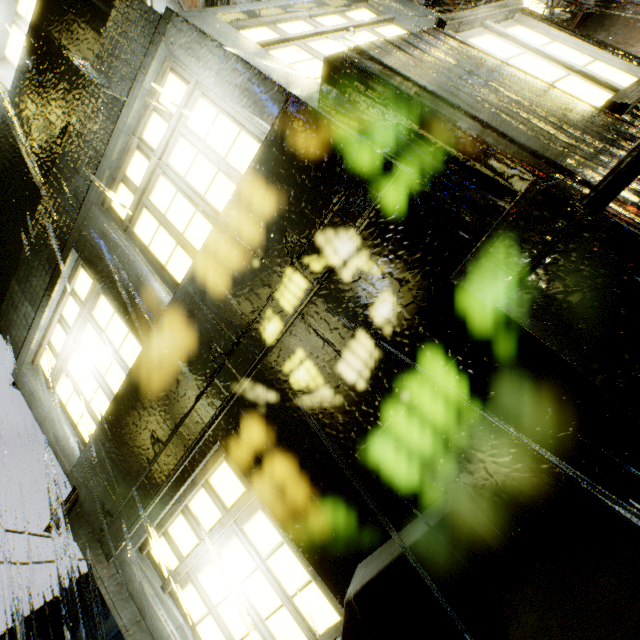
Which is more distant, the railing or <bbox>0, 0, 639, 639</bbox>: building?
<bbox>0, 0, 639, 639</bbox>: building

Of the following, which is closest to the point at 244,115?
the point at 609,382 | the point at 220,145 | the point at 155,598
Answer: the point at 220,145

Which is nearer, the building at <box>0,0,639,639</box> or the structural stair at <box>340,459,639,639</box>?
the structural stair at <box>340,459,639,639</box>

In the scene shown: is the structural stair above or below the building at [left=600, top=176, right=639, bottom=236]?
below

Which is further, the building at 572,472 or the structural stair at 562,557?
the building at 572,472

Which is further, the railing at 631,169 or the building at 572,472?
the building at 572,472

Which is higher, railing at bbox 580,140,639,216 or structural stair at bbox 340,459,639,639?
railing at bbox 580,140,639,216
